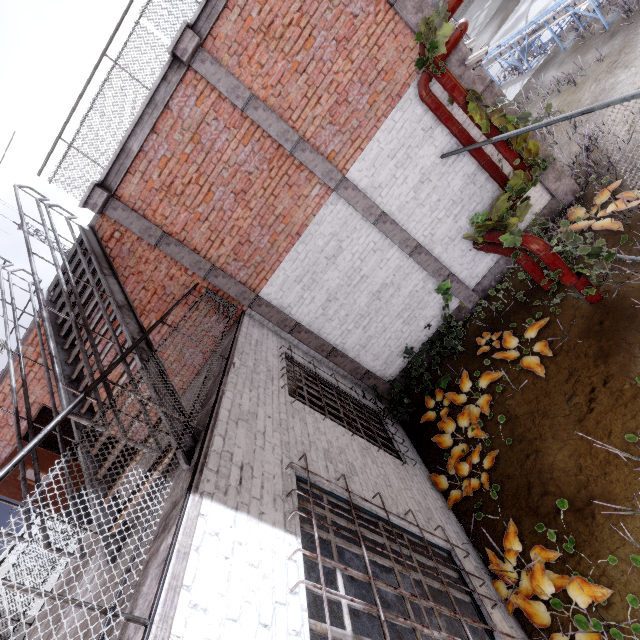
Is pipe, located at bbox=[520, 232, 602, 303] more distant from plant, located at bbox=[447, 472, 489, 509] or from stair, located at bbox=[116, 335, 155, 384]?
stair, located at bbox=[116, 335, 155, 384]

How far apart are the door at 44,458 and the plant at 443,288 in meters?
8.3

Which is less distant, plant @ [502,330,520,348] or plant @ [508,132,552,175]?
plant @ [508,132,552,175]

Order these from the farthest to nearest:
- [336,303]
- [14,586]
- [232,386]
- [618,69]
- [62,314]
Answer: [618,69], [336,303], [232,386], [62,314], [14,586]

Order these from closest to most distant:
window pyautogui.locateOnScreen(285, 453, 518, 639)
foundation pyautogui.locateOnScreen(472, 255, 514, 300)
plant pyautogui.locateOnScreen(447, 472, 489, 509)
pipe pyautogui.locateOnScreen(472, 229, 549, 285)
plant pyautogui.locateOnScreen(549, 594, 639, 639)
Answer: window pyautogui.locateOnScreen(285, 453, 518, 639), plant pyautogui.locateOnScreen(549, 594, 639, 639), plant pyautogui.locateOnScreen(447, 472, 489, 509), pipe pyautogui.locateOnScreen(472, 229, 549, 285), foundation pyautogui.locateOnScreen(472, 255, 514, 300)

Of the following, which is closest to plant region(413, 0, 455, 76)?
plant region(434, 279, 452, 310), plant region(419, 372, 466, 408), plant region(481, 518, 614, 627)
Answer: plant region(434, 279, 452, 310)

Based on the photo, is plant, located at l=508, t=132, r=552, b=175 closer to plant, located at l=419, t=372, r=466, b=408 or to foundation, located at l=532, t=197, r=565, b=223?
foundation, located at l=532, t=197, r=565, b=223

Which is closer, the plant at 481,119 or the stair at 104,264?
the stair at 104,264
